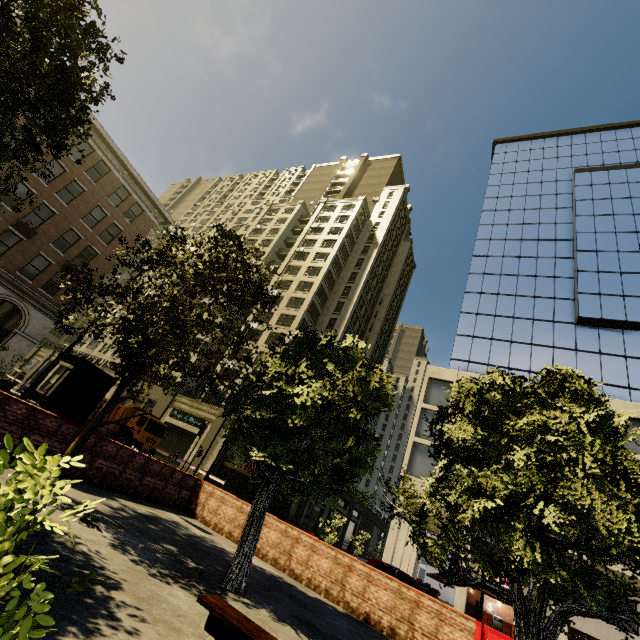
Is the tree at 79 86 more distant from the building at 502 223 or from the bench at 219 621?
the bench at 219 621

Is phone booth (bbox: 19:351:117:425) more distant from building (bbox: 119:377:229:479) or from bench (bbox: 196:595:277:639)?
building (bbox: 119:377:229:479)

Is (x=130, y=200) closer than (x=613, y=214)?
Yes

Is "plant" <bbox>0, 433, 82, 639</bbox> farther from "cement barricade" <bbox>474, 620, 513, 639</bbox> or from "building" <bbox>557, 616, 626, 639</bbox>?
"building" <bbox>557, 616, 626, 639</bbox>

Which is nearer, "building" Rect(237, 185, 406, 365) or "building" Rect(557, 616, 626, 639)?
"building" Rect(557, 616, 626, 639)

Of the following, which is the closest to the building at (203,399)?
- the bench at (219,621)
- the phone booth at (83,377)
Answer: the phone booth at (83,377)

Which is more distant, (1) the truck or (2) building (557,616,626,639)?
(1) the truck

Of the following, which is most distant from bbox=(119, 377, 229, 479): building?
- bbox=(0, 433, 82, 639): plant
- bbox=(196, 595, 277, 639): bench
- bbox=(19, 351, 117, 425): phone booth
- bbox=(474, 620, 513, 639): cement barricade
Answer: bbox=(0, 433, 82, 639): plant
